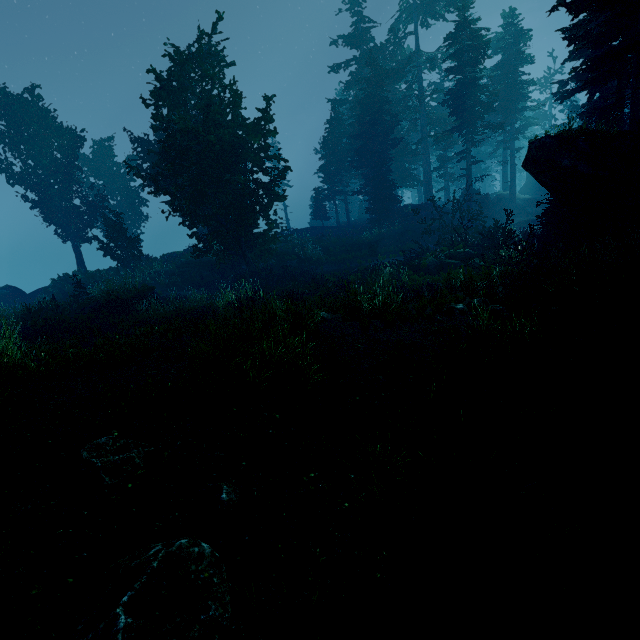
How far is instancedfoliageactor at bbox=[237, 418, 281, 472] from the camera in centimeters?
348cm

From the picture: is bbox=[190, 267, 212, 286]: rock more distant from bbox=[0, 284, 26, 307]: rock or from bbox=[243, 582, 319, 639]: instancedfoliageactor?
bbox=[0, 284, 26, 307]: rock

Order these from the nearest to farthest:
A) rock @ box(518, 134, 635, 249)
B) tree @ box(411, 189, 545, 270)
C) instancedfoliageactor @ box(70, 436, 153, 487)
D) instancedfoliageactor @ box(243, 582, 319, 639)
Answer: instancedfoliageactor @ box(243, 582, 319, 639)
instancedfoliageactor @ box(70, 436, 153, 487)
rock @ box(518, 134, 635, 249)
tree @ box(411, 189, 545, 270)

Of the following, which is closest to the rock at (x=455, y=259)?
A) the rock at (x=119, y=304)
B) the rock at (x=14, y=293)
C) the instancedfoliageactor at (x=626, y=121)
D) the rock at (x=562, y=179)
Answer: the instancedfoliageactor at (x=626, y=121)

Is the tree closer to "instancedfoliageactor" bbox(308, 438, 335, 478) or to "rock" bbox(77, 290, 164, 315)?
"instancedfoliageactor" bbox(308, 438, 335, 478)

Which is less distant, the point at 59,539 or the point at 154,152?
the point at 59,539

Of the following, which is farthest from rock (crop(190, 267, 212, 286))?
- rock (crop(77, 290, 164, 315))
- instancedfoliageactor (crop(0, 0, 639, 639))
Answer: rock (crop(77, 290, 164, 315))

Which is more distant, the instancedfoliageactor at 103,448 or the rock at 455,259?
the rock at 455,259
